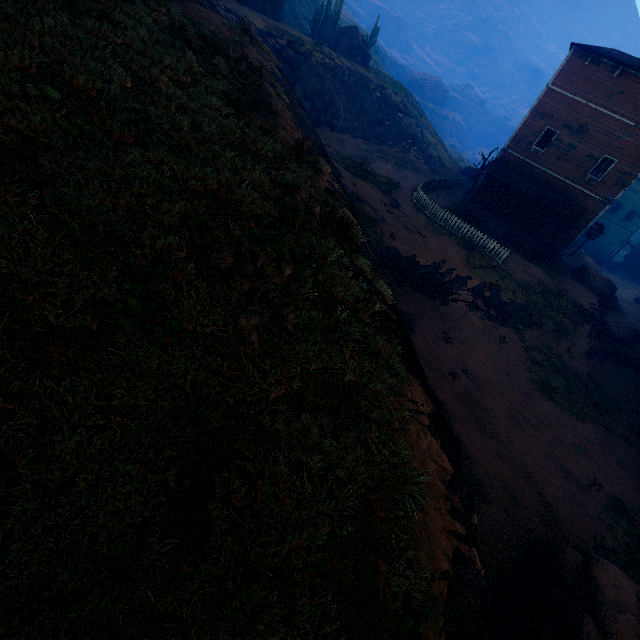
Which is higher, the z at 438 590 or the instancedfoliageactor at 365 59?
the instancedfoliageactor at 365 59

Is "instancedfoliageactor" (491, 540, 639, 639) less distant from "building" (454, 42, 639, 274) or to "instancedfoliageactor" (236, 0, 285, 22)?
"building" (454, 42, 639, 274)

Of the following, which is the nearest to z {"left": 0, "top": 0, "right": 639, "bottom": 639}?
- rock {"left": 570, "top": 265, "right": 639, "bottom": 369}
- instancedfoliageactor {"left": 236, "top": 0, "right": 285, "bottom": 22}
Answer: rock {"left": 570, "top": 265, "right": 639, "bottom": 369}

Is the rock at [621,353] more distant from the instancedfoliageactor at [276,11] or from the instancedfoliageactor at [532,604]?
the instancedfoliageactor at [276,11]

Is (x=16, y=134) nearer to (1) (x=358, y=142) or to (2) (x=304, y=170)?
(2) (x=304, y=170)

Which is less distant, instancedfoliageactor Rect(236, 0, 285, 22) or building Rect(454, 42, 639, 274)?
building Rect(454, 42, 639, 274)

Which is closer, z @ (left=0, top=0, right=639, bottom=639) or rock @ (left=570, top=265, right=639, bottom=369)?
z @ (left=0, top=0, right=639, bottom=639)

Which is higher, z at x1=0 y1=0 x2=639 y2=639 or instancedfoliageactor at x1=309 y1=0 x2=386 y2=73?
instancedfoliageactor at x1=309 y1=0 x2=386 y2=73
